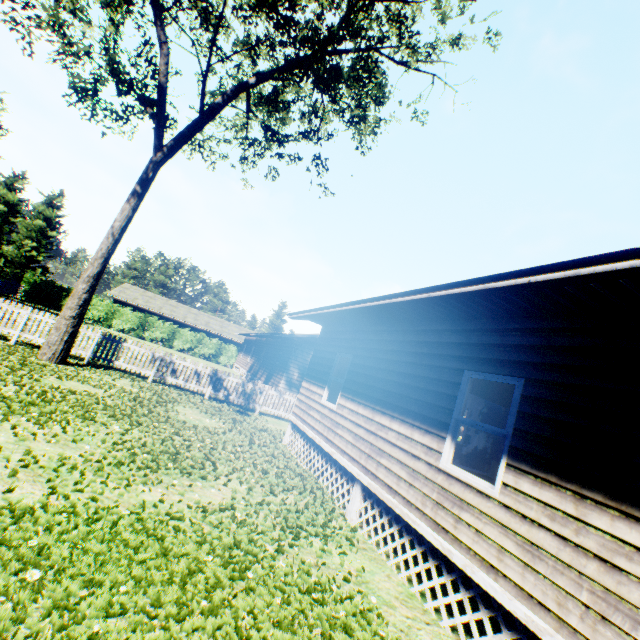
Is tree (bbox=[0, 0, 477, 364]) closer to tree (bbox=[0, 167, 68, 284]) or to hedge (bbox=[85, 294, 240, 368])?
tree (bbox=[0, 167, 68, 284])

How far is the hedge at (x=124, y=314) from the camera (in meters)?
34.84

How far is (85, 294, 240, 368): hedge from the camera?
34.8m

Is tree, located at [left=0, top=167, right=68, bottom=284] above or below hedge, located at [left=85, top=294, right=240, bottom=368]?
above

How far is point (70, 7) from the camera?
11.7m

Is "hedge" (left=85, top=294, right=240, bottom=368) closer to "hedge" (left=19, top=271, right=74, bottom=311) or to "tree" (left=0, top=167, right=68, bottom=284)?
"hedge" (left=19, top=271, right=74, bottom=311)

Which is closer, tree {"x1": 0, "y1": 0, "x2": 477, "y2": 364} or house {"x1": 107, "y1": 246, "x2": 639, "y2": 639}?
house {"x1": 107, "y1": 246, "x2": 639, "y2": 639}

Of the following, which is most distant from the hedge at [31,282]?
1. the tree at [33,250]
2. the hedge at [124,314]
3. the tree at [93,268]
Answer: the tree at [93,268]
